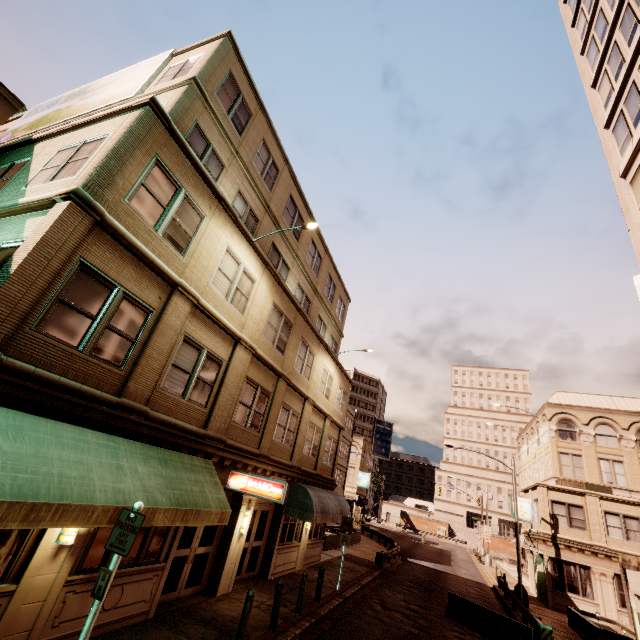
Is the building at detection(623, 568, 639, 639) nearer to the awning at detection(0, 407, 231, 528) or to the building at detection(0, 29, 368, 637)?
the awning at detection(0, 407, 231, 528)

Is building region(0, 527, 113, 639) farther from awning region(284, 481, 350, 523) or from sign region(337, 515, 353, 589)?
sign region(337, 515, 353, 589)

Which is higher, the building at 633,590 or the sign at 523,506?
the sign at 523,506

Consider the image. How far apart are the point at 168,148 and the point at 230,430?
9.24m

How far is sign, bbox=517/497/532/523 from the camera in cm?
2797

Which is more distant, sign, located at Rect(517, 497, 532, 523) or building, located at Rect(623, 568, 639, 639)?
sign, located at Rect(517, 497, 532, 523)

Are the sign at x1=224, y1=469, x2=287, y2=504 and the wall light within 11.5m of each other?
yes

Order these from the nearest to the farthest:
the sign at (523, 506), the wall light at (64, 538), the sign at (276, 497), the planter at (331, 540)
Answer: the wall light at (64, 538) → the sign at (276, 497) → the planter at (331, 540) → the sign at (523, 506)
